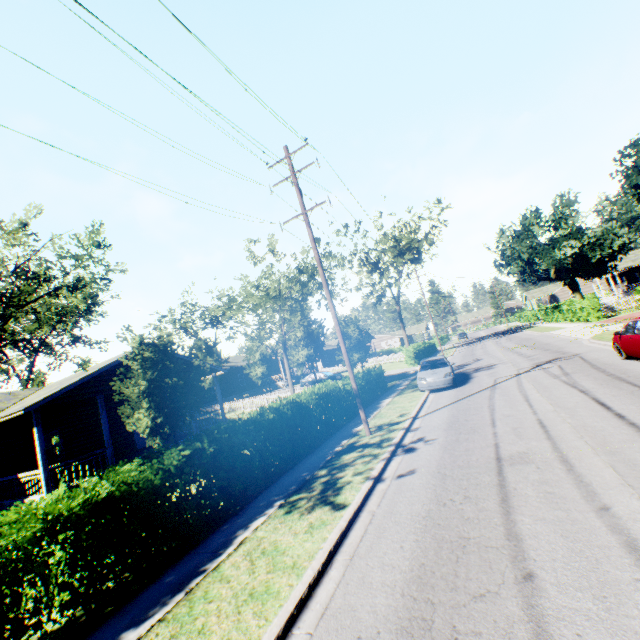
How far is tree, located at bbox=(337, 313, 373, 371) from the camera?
26.0m

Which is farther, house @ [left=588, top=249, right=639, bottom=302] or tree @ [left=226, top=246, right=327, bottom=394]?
house @ [left=588, top=249, right=639, bottom=302]

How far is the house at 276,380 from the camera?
42.5 meters

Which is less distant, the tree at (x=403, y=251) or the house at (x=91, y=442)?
the house at (x=91, y=442)

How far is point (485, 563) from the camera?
4.10m

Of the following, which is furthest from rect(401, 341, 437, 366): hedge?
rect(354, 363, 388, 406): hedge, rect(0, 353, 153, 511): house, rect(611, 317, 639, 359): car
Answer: rect(0, 353, 153, 511): house

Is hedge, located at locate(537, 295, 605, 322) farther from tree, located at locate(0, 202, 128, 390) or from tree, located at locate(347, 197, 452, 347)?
tree, located at locate(0, 202, 128, 390)

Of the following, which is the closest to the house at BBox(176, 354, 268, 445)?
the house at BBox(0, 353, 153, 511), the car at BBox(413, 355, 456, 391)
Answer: the house at BBox(0, 353, 153, 511)
